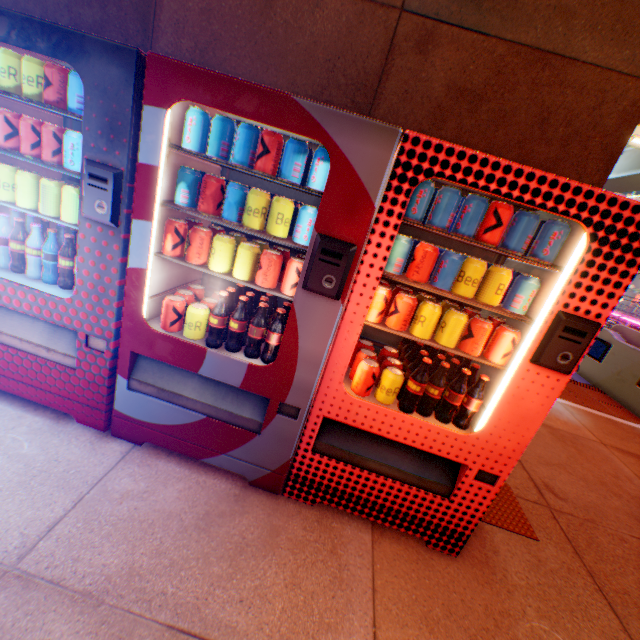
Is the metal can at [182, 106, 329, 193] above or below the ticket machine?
above

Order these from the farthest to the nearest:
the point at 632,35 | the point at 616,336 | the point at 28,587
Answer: A: the point at 616,336, the point at 632,35, the point at 28,587

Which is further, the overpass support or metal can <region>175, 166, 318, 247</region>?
the overpass support

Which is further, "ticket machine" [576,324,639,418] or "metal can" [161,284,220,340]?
"ticket machine" [576,324,639,418]

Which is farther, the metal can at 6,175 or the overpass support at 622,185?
the overpass support at 622,185

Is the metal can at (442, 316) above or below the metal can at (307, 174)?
below

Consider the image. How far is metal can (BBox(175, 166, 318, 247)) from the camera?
1.6m

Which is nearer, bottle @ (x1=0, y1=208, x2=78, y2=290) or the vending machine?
the vending machine
